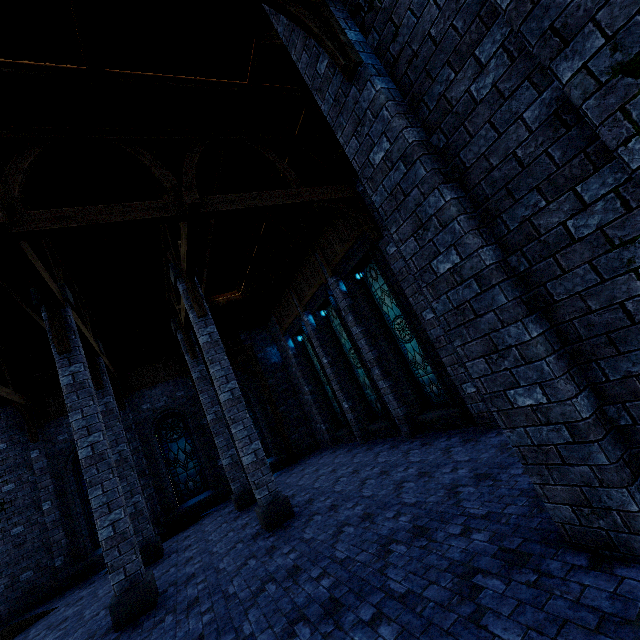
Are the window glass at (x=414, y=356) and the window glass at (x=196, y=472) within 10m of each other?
no

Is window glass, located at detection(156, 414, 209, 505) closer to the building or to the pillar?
the building

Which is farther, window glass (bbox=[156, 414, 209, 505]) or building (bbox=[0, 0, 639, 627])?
window glass (bbox=[156, 414, 209, 505])

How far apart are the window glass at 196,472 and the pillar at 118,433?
7.2m

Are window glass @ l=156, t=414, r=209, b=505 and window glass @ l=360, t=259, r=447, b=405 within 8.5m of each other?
no

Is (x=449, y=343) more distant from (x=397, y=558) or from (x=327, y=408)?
(x=327, y=408)

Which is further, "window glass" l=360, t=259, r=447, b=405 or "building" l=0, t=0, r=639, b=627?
"window glass" l=360, t=259, r=447, b=405

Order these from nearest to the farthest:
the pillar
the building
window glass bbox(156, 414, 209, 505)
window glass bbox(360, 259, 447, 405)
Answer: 1. the building
2. the pillar
3. window glass bbox(360, 259, 447, 405)
4. window glass bbox(156, 414, 209, 505)
